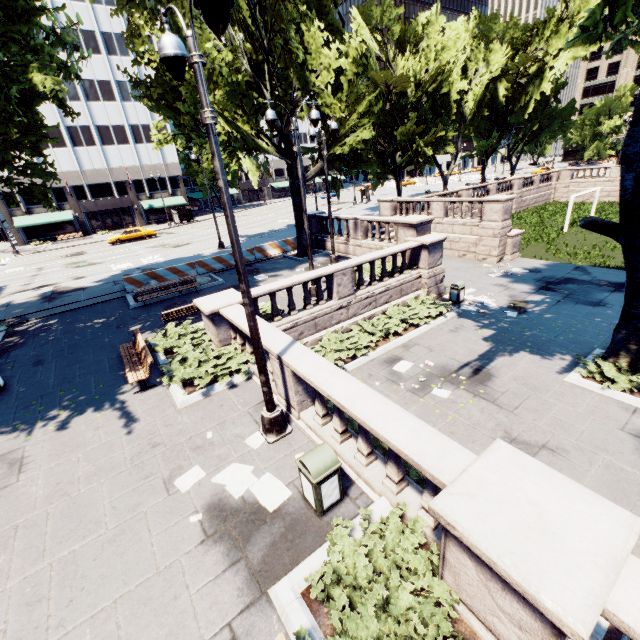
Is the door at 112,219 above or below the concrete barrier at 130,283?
above

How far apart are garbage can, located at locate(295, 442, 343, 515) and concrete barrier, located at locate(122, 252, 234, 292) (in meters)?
16.98

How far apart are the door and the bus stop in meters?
9.5 m

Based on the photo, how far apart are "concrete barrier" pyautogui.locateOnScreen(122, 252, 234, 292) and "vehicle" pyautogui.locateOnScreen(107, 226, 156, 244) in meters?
23.1

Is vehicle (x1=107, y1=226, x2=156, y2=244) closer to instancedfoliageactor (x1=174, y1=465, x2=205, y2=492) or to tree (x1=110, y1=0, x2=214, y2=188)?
tree (x1=110, y1=0, x2=214, y2=188)

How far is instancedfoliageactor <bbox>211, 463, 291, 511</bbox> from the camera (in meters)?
5.61

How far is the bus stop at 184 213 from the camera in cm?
4878

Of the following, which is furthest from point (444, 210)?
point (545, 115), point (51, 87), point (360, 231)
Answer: point (545, 115)
